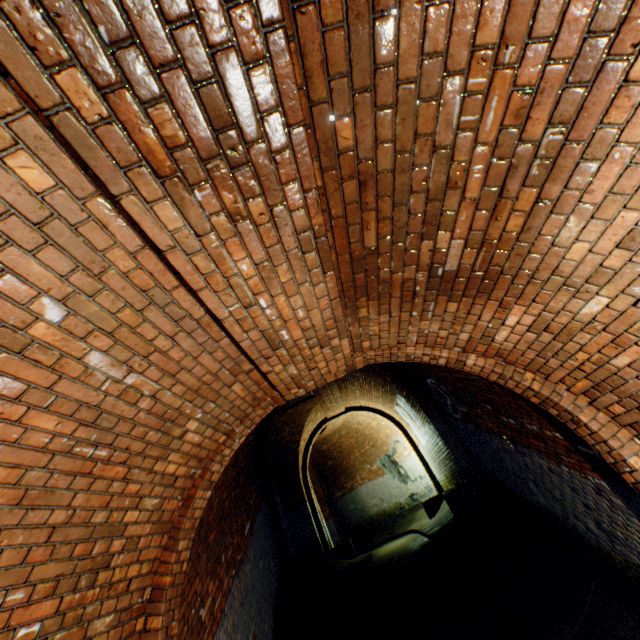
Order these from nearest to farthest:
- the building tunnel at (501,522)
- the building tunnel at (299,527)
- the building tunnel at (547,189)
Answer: the building tunnel at (547,189), the building tunnel at (501,522), the building tunnel at (299,527)

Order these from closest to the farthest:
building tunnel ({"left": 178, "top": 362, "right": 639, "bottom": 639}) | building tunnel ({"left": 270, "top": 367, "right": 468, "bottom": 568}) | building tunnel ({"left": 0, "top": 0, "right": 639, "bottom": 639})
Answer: building tunnel ({"left": 0, "top": 0, "right": 639, "bottom": 639}) → building tunnel ({"left": 178, "top": 362, "right": 639, "bottom": 639}) → building tunnel ({"left": 270, "top": 367, "right": 468, "bottom": 568})

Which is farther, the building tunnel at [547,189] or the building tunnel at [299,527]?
the building tunnel at [299,527]

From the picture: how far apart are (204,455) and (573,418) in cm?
341

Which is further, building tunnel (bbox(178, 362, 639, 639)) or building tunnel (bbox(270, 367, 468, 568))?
building tunnel (bbox(270, 367, 468, 568))

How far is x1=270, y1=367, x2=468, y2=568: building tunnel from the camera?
9.5m
